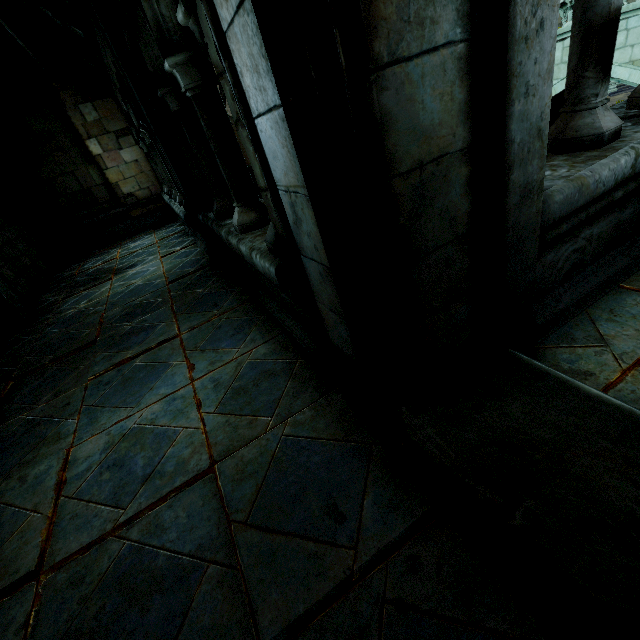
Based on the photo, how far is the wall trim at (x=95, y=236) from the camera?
9.2 meters

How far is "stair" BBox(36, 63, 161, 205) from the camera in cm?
811

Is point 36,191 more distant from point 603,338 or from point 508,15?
point 603,338

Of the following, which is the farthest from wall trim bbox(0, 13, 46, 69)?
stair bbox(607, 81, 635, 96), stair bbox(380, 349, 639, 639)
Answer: stair bbox(607, 81, 635, 96)

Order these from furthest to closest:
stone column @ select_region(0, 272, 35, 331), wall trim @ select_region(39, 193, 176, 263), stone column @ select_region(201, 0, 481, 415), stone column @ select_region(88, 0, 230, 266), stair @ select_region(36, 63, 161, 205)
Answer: wall trim @ select_region(39, 193, 176, 263)
stair @ select_region(36, 63, 161, 205)
stone column @ select_region(0, 272, 35, 331)
stone column @ select_region(88, 0, 230, 266)
stone column @ select_region(201, 0, 481, 415)

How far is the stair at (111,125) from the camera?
8.1m

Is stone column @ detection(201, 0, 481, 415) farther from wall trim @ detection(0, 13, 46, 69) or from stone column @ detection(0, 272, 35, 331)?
stone column @ detection(0, 272, 35, 331)

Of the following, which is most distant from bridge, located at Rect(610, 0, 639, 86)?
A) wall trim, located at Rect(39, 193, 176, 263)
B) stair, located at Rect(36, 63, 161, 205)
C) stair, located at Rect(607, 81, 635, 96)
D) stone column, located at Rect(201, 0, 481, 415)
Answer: stair, located at Rect(607, 81, 635, 96)
